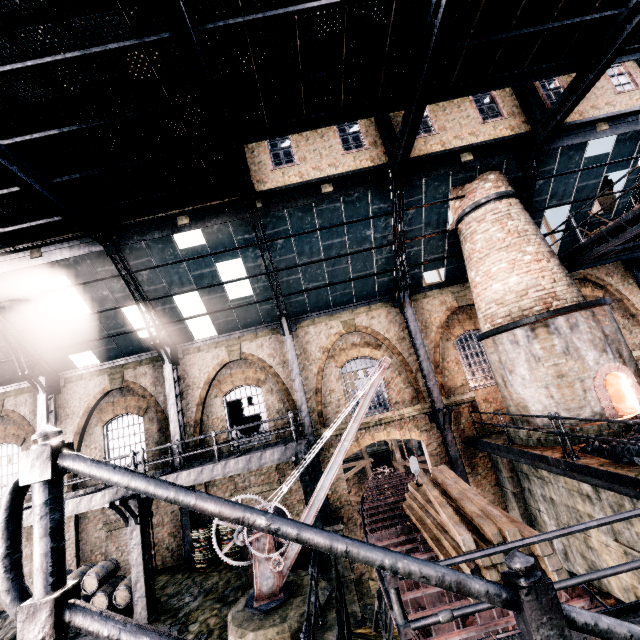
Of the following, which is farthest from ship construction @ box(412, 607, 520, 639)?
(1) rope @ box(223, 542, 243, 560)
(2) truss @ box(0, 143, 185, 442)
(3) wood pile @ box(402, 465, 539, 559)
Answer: (2) truss @ box(0, 143, 185, 442)

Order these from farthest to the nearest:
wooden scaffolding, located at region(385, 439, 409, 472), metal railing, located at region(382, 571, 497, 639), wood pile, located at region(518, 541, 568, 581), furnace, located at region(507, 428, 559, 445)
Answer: wooden scaffolding, located at region(385, 439, 409, 472), furnace, located at region(507, 428, 559, 445), wood pile, located at region(518, 541, 568, 581), metal railing, located at region(382, 571, 497, 639)

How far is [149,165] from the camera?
10.4m

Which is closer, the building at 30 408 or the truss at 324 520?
the truss at 324 520

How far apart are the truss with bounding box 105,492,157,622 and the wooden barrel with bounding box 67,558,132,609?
2.0 meters

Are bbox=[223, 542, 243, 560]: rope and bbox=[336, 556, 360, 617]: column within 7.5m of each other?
yes

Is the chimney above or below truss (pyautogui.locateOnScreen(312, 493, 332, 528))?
above

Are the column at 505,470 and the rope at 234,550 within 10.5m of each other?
no
